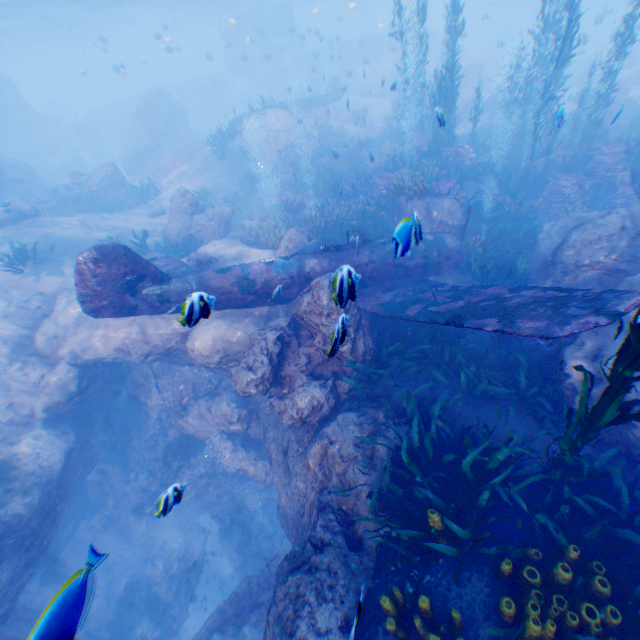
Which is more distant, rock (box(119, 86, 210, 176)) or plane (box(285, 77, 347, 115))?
rock (box(119, 86, 210, 176))

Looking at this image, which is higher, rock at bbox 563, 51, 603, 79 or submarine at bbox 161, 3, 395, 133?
submarine at bbox 161, 3, 395, 133

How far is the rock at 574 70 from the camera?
32.0m

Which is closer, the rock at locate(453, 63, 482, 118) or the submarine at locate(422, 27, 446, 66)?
the rock at locate(453, 63, 482, 118)

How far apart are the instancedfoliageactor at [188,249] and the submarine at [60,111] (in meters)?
46.58

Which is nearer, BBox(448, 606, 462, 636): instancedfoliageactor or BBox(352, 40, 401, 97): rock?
BBox(448, 606, 462, 636): instancedfoliageactor

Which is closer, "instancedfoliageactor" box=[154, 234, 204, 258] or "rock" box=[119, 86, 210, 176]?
"instancedfoliageactor" box=[154, 234, 204, 258]

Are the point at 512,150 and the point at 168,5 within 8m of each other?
no
